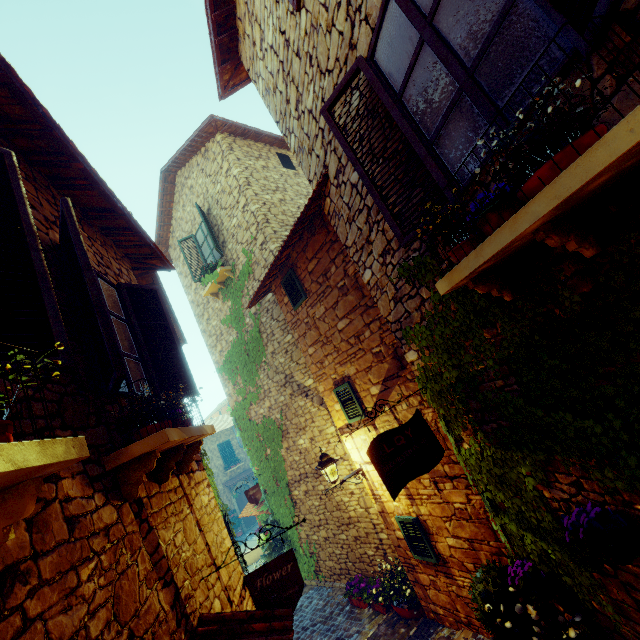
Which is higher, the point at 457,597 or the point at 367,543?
the point at 367,543

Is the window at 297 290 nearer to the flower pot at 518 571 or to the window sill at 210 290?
the window sill at 210 290

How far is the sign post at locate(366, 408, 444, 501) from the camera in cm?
349

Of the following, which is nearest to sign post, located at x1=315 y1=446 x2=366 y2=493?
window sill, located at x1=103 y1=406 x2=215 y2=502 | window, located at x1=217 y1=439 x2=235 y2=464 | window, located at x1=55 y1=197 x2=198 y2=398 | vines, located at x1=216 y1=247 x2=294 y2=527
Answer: vines, located at x1=216 y1=247 x2=294 y2=527

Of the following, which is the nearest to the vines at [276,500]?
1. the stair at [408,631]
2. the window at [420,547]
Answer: the stair at [408,631]

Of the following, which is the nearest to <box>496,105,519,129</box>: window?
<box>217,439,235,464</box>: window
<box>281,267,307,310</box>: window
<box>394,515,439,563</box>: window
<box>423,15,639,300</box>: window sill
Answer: <box>423,15,639,300</box>: window sill

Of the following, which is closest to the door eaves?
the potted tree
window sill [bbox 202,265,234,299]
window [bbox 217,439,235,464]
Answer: the potted tree
